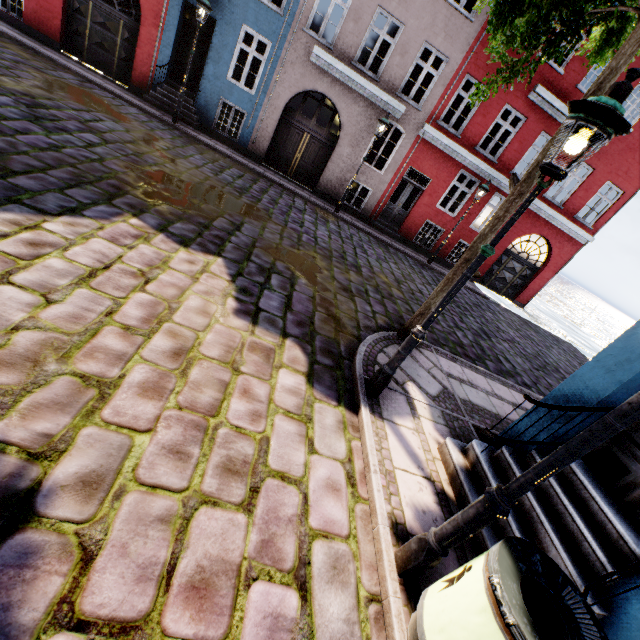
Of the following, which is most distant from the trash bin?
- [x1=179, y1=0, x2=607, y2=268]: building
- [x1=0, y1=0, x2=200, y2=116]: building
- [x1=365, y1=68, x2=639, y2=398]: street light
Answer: [x1=0, y1=0, x2=200, y2=116]: building

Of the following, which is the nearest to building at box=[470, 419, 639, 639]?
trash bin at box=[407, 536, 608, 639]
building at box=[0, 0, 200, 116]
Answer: trash bin at box=[407, 536, 608, 639]

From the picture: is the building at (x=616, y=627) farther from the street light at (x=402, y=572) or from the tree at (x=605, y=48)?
the tree at (x=605, y=48)

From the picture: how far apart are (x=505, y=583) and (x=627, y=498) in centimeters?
226cm

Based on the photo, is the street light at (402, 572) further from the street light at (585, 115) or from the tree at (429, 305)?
the tree at (429, 305)

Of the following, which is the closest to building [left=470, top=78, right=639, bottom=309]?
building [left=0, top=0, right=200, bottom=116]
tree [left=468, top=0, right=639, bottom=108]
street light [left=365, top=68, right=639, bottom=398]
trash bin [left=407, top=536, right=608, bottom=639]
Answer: trash bin [left=407, top=536, right=608, bottom=639]

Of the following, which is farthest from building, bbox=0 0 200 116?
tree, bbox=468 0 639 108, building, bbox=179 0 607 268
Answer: building, bbox=179 0 607 268

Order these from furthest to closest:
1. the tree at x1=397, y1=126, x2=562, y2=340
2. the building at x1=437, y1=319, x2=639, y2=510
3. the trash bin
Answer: the tree at x1=397, y1=126, x2=562, y2=340, the building at x1=437, y1=319, x2=639, y2=510, the trash bin
